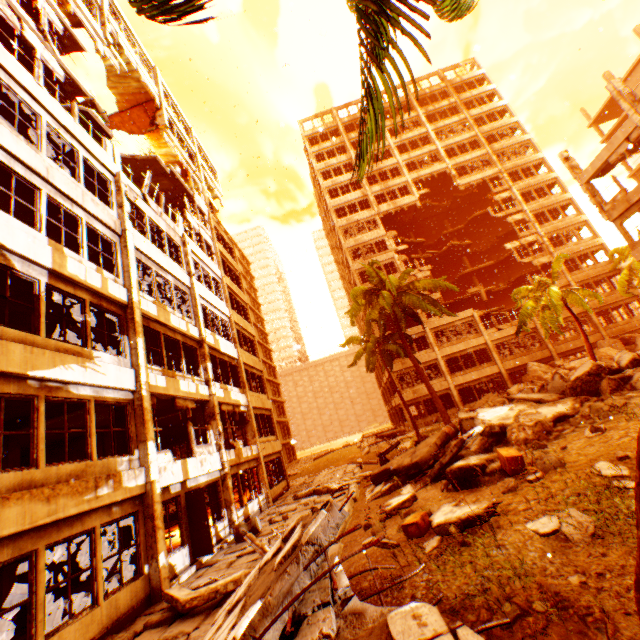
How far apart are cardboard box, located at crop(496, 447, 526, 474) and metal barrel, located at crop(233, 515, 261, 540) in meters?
8.7

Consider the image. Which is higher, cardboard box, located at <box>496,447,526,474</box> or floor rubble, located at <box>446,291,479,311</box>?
floor rubble, located at <box>446,291,479,311</box>

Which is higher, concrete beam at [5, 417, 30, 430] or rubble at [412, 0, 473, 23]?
rubble at [412, 0, 473, 23]

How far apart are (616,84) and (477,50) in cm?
839

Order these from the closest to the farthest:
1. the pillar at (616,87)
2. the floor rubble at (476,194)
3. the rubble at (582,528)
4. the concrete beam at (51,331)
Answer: the rubble at (582,528), the concrete beam at (51,331), the pillar at (616,87), the floor rubble at (476,194)

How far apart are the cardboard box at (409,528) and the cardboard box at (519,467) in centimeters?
200cm

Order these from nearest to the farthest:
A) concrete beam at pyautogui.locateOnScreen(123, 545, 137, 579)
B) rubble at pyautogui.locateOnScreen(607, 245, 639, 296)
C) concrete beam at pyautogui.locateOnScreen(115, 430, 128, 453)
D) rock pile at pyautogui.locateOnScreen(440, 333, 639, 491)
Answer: rock pile at pyautogui.locateOnScreen(440, 333, 639, 491) → concrete beam at pyautogui.locateOnScreen(123, 545, 137, 579) → concrete beam at pyautogui.locateOnScreen(115, 430, 128, 453) → rubble at pyautogui.locateOnScreen(607, 245, 639, 296)

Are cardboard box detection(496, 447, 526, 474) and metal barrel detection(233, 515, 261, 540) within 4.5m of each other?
no
